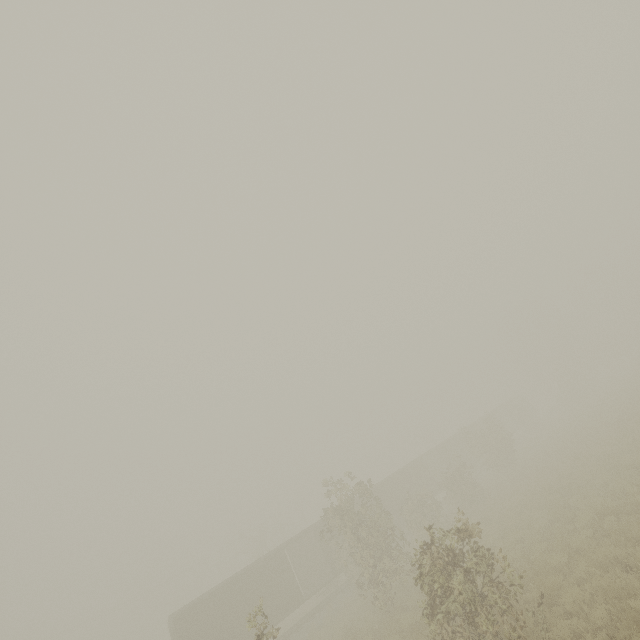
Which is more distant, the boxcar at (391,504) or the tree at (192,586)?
the tree at (192,586)

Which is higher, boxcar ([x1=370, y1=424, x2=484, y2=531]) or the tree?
the tree

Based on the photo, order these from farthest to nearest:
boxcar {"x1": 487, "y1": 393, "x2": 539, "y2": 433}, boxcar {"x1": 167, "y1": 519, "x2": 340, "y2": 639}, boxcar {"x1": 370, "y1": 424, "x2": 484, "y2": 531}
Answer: boxcar {"x1": 487, "y1": 393, "x2": 539, "y2": 433}, boxcar {"x1": 370, "y1": 424, "x2": 484, "y2": 531}, boxcar {"x1": 167, "y1": 519, "x2": 340, "y2": 639}

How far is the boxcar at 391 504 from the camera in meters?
30.5

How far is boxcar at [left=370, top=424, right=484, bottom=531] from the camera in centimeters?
3047cm

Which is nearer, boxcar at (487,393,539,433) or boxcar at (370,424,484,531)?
boxcar at (370,424,484,531)

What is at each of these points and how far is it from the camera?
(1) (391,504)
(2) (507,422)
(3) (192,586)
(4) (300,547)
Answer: (1) boxcar, 30.3m
(2) boxcar, 51.5m
(3) tree, 53.2m
(4) boxcar, 27.9m
